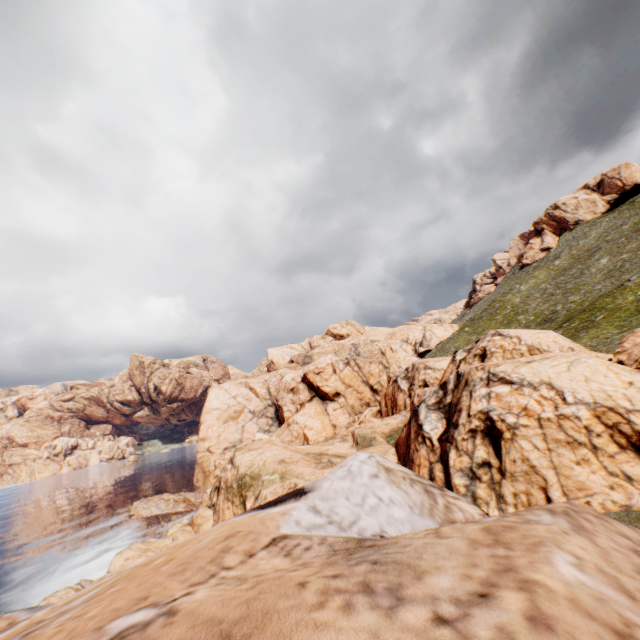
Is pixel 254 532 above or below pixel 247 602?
below
